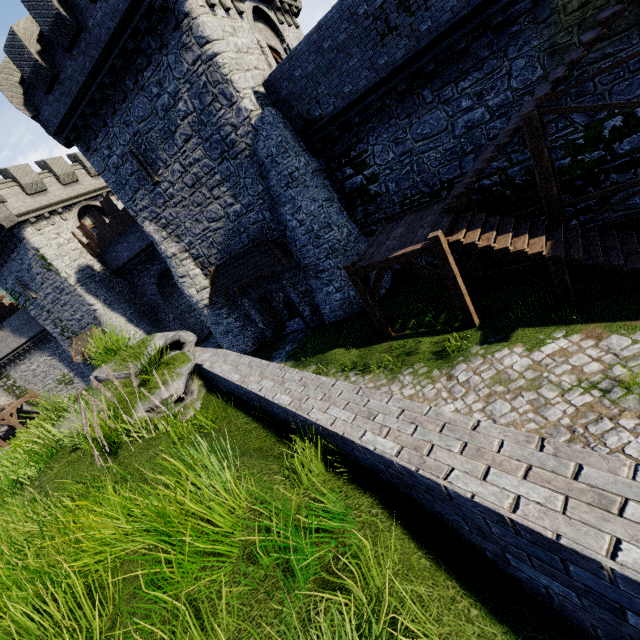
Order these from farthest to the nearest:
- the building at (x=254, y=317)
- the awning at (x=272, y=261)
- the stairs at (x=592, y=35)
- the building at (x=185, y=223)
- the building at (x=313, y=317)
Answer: the building at (x=254, y=317) → the building at (x=313, y=317) → the awning at (x=272, y=261) → the building at (x=185, y=223) → the stairs at (x=592, y=35)

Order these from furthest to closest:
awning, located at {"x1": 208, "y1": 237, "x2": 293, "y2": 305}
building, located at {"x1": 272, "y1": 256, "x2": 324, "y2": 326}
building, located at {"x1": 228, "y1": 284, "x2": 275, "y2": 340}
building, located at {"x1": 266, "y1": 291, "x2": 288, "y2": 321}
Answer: building, located at {"x1": 266, "y1": 291, "x2": 288, "y2": 321}, building, located at {"x1": 228, "y1": 284, "x2": 275, "y2": 340}, building, located at {"x1": 272, "y1": 256, "x2": 324, "y2": 326}, awning, located at {"x1": 208, "y1": 237, "x2": 293, "y2": 305}

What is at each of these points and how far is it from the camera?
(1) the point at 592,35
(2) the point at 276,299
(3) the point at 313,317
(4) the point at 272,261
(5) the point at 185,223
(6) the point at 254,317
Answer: (1) stairs, 6.64m
(2) building, 20.30m
(3) building, 17.25m
(4) awning, 15.16m
(5) building, 16.61m
(6) building, 18.72m

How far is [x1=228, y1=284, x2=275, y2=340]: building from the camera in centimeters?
1831cm

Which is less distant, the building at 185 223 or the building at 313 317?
the building at 185 223

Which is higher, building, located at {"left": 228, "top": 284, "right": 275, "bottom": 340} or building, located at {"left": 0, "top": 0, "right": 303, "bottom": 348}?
building, located at {"left": 0, "top": 0, "right": 303, "bottom": 348}

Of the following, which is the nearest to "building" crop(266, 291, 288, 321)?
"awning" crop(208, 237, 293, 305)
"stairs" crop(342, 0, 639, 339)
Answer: "awning" crop(208, 237, 293, 305)
